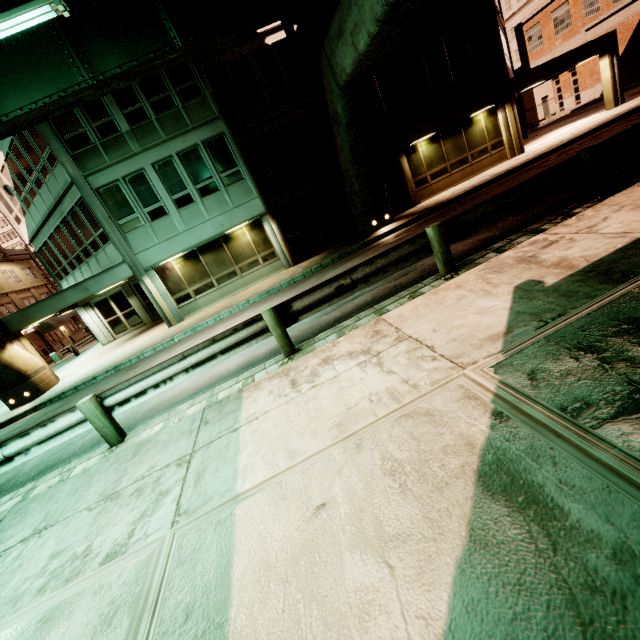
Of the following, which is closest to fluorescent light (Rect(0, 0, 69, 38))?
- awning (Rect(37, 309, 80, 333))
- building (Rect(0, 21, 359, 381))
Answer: building (Rect(0, 21, 359, 381))

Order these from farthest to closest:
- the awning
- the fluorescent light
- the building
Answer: the awning < the building < the fluorescent light

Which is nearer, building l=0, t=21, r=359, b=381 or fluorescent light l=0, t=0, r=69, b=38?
fluorescent light l=0, t=0, r=69, b=38

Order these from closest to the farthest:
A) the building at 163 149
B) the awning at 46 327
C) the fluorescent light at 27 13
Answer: the fluorescent light at 27 13, the building at 163 149, the awning at 46 327

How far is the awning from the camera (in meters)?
37.03

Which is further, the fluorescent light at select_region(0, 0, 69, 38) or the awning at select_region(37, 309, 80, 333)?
the awning at select_region(37, 309, 80, 333)

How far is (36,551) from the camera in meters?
3.9 m

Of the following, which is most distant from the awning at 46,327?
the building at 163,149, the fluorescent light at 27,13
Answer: the fluorescent light at 27,13
